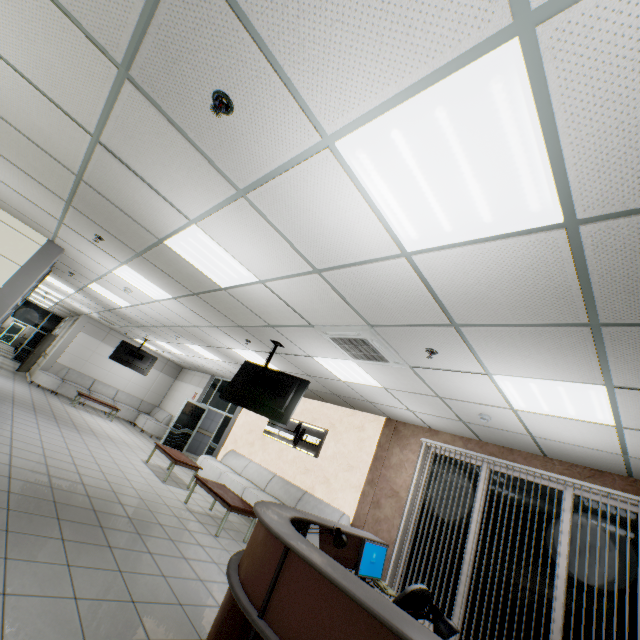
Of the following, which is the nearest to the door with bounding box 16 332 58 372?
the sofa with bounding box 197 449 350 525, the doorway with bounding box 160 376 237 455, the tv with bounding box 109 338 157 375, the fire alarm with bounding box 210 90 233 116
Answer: the tv with bounding box 109 338 157 375

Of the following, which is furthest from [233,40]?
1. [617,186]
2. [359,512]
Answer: [359,512]

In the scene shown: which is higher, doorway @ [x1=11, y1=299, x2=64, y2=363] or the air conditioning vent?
the air conditioning vent

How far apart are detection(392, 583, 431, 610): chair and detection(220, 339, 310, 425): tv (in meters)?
2.55

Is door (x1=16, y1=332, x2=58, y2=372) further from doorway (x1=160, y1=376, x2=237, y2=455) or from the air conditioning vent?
the air conditioning vent

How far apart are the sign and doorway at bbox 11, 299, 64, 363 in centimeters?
1742cm

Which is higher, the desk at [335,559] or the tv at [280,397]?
the tv at [280,397]

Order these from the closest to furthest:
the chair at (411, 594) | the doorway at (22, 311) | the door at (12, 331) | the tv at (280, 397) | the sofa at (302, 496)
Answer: the chair at (411, 594) < the tv at (280, 397) < the sofa at (302, 496) < the doorway at (22, 311) < the door at (12, 331)
